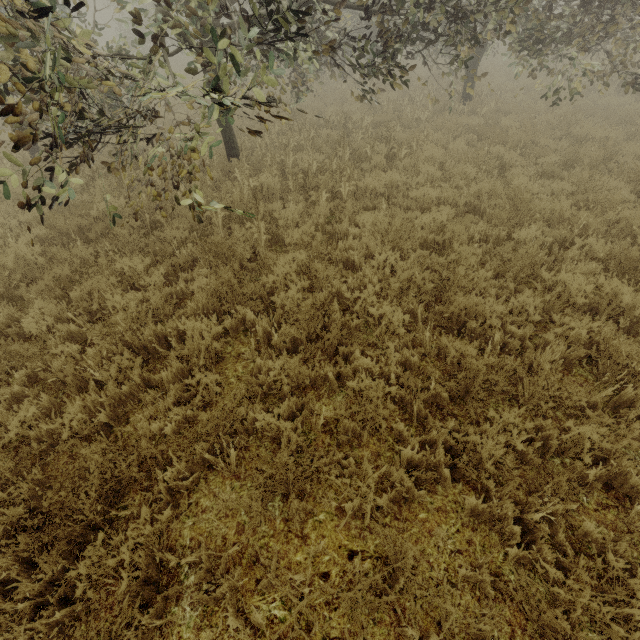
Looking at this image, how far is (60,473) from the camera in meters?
3.2
